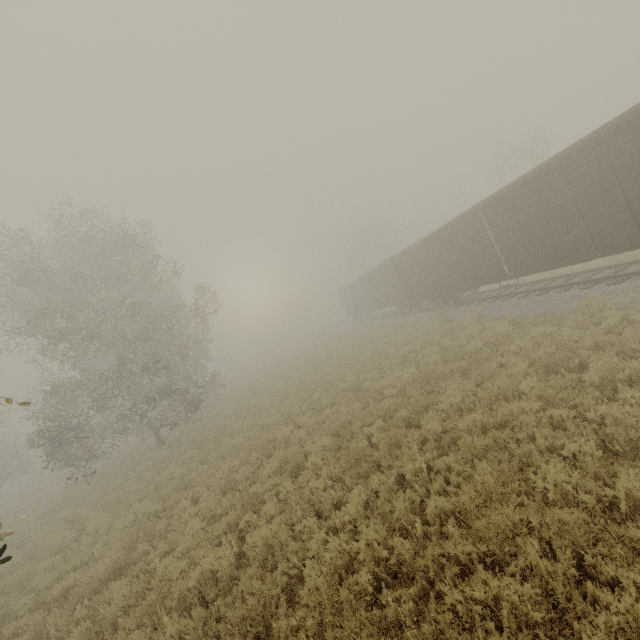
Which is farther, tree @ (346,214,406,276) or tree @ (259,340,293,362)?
tree @ (259,340,293,362)

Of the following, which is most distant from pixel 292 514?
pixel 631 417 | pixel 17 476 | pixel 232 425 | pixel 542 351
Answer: pixel 17 476

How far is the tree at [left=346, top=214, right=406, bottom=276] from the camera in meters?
50.0 m

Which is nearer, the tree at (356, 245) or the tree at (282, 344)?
the tree at (356, 245)

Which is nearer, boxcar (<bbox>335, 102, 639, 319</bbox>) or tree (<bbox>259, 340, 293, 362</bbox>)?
boxcar (<bbox>335, 102, 639, 319</bbox>)

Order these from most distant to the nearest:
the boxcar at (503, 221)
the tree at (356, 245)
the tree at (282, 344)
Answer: the tree at (282, 344)
the tree at (356, 245)
the boxcar at (503, 221)
